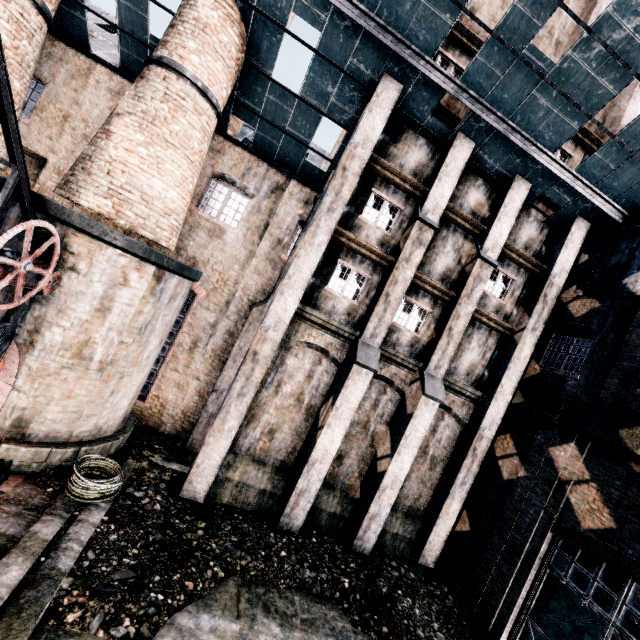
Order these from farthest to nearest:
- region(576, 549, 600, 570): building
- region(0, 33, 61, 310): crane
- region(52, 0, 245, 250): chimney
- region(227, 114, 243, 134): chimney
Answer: region(227, 114, 243, 134): chimney < region(576, 549, 600, 570): building < region(52, 0, 245, 250): chimney < region(0, 33, 61, 310): crane

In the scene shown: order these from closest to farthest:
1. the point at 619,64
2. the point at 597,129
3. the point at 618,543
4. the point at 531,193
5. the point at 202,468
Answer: the point at 618,543 → the point at 619,64 → the point at 202,468 → the point at 531,193 → the point at 597,129

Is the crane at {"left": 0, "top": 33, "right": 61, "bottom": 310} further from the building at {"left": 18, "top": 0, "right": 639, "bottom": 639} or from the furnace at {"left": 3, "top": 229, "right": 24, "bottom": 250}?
the building at {"left": 18, "top": 0, "right": 639, "bottom": 639}

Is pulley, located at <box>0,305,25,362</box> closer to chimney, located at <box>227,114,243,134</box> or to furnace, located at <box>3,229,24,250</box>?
furnace, located at <box>3,229,24,250</box>

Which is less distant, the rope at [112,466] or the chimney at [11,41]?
the rope at [112,466]

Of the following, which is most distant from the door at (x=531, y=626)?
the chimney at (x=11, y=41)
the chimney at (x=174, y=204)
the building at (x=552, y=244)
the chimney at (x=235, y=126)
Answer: the chimney at (x=11, y=41)

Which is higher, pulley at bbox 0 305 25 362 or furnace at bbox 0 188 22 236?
furnace at bbox 0 188 22 236

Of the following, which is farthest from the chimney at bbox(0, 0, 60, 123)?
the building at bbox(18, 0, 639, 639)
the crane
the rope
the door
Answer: the door
